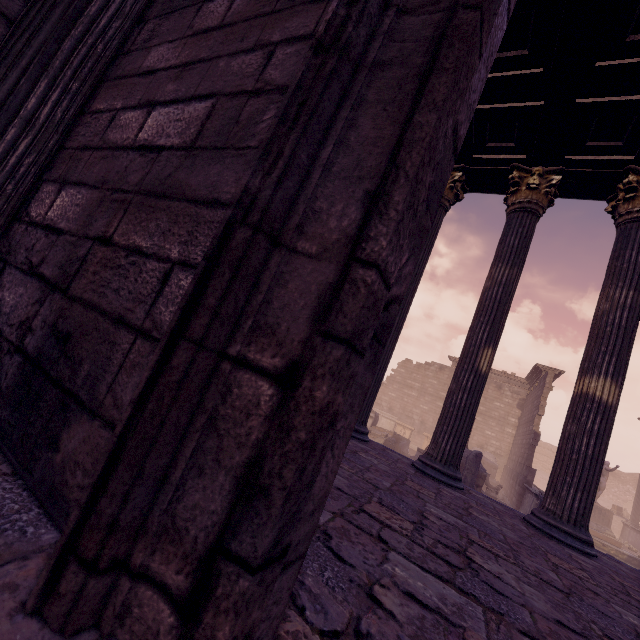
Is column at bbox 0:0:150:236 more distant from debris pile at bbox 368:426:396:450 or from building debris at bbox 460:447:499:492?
debris pile at bbox 368:426:396:450

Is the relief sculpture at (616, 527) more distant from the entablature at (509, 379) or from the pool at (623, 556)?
the entablature at (509, 379)

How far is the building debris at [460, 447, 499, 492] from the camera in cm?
1061

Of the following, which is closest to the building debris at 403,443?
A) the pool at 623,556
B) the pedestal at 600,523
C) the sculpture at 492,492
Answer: the sculpture at 492,492

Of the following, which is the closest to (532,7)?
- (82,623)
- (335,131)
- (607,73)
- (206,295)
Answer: (607,73)

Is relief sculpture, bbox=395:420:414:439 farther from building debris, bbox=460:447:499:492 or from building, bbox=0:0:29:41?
building, bbox=0:0:29:41

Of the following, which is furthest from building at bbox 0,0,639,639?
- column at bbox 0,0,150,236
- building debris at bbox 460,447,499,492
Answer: building debris at bbox 460,447,499,492

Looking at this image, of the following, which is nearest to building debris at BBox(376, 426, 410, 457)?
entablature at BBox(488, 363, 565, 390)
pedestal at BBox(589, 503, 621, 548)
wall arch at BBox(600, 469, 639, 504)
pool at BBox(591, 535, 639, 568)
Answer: pool at BBox(591, 535, 639, 568)
